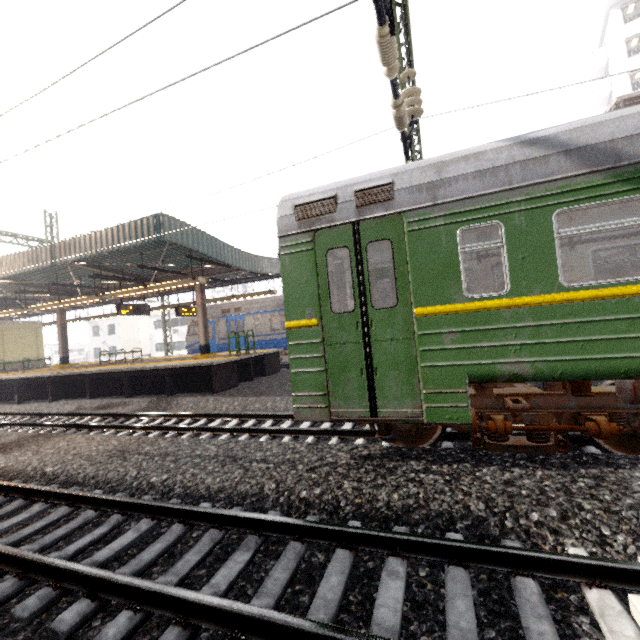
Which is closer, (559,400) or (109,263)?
(559,400)

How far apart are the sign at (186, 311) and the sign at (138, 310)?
1.7m

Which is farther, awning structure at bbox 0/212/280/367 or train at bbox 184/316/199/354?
train at bbox 184/316/199/354

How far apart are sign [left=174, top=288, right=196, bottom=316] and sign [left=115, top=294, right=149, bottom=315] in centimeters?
168cm

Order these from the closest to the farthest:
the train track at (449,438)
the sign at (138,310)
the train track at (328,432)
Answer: the train track at (449,438) → the train track at (328,432) → the sign at (138,310)

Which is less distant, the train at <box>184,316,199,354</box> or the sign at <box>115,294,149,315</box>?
the sign at <box>115,294,149,315</box>

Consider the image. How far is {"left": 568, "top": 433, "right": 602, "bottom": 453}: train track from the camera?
4.64m

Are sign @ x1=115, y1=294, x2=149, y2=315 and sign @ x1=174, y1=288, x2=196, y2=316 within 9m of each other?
yes
